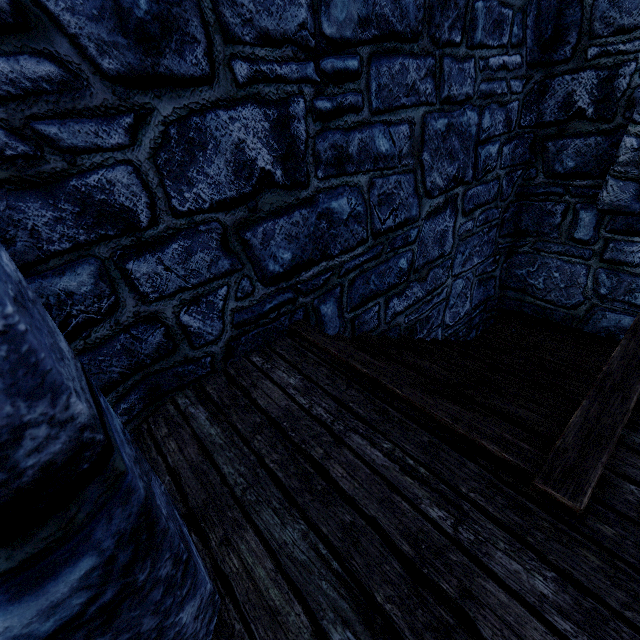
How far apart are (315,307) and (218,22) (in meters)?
2.02
